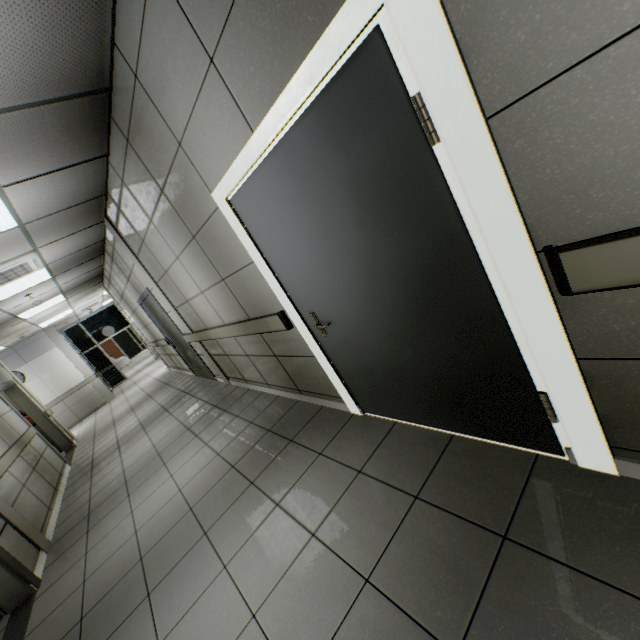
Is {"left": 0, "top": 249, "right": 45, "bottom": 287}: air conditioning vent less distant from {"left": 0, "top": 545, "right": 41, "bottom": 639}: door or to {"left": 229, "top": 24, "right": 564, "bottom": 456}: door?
{"left": 0, "top": 545, "right": 41, "bottom": 639}: door

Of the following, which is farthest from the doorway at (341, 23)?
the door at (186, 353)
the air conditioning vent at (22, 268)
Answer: the door at (186, 353)

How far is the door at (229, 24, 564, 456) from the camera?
1.3m

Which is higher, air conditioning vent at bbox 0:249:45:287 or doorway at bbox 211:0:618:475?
air conditioning vent at bbox 0:249:45:287

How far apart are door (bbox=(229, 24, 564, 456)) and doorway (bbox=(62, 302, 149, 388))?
15.5m

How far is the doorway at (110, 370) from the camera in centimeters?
1420cm

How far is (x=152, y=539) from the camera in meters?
2.9

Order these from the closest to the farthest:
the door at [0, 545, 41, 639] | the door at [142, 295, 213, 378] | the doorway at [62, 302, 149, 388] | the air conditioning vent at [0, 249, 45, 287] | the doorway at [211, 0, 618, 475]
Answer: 1. the doorway at [211, 0, 618, 475]
2. the door at [0, 545, 41, 639]
3. the air conditioning vent at [0, 249, 45, 287]
4. the door at [142, 295, 213, 378]
5. the doorway at [62, 302, 149, 388]
